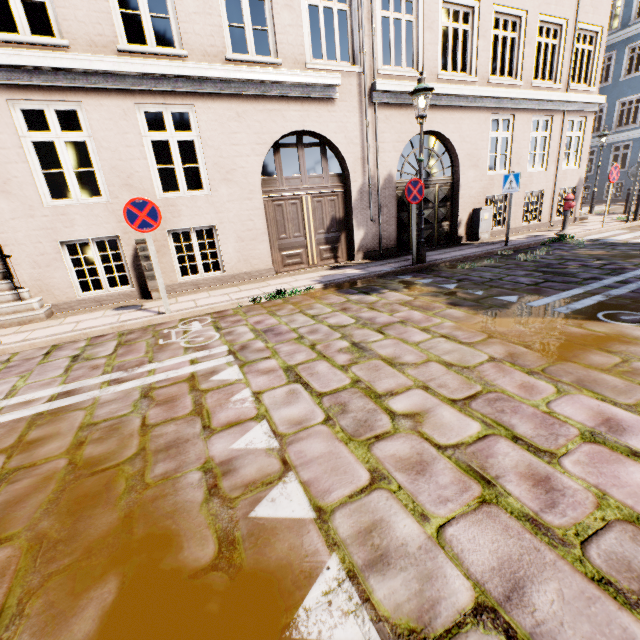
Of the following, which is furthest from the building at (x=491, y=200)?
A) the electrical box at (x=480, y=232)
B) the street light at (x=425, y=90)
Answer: the electrical box at (x=480, y=232)

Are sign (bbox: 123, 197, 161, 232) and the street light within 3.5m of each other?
no

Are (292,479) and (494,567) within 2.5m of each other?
yes

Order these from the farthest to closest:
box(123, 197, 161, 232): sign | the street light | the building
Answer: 1. the street light
2. the building
3. box(123, 197, 161, 232): sign

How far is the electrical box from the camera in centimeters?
1048cm

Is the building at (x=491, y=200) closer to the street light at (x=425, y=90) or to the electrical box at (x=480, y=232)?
the street light at (x=425, y=90)

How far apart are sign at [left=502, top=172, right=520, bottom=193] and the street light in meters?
3.1 m

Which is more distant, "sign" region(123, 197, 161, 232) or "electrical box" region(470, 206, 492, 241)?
"electrical box" region(470, 206, 492, 241)
